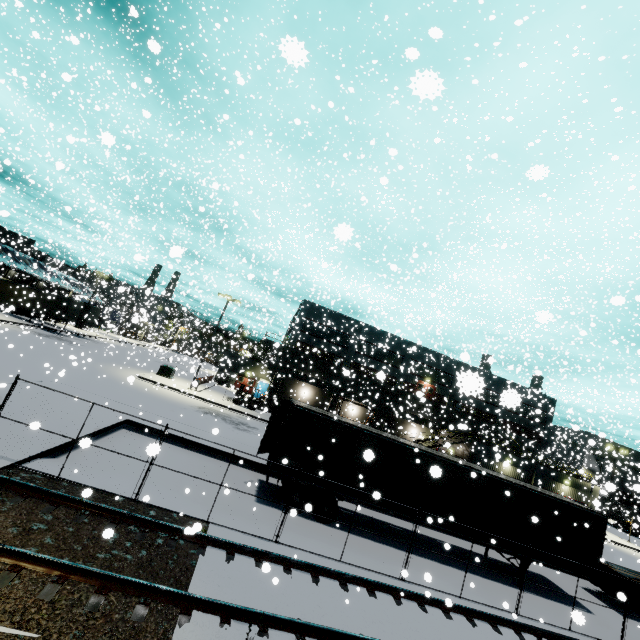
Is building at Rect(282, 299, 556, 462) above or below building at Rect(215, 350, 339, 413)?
above

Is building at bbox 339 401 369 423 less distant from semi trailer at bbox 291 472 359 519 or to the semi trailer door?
semi trailer at bbox 291 472 359 519

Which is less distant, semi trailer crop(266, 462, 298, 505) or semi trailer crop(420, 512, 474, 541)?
semi trailer crop(266, 462, 298, 505)

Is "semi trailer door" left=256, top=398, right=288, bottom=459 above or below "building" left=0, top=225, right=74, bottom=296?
below

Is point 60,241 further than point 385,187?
Yes

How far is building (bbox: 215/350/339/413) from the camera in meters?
40.8

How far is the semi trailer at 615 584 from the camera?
13.92m

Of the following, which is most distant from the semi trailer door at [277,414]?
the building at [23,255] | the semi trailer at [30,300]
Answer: the building at [23,255]
